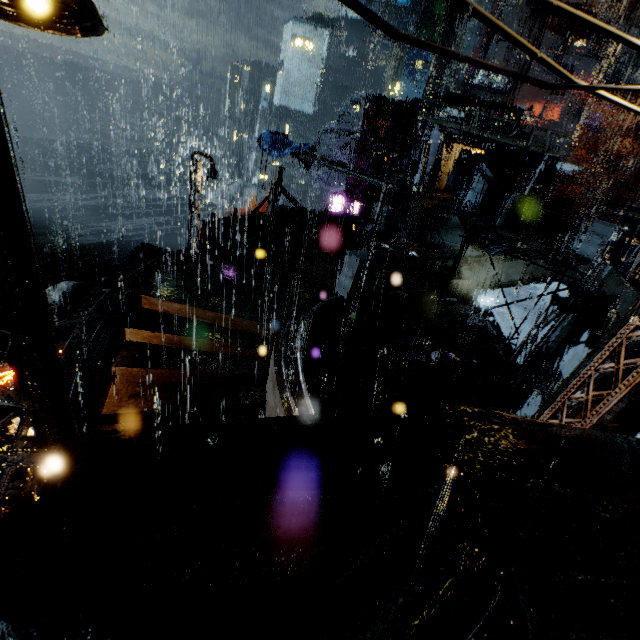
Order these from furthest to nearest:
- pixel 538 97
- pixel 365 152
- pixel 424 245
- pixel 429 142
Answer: pixel 538 97 < pixel 365 152 < pixel 429 142 < pixel 424 245

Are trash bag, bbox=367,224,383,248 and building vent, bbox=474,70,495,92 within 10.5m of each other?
no

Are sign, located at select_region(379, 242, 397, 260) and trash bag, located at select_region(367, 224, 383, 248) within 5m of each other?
yes

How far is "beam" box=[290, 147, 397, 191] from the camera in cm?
2605

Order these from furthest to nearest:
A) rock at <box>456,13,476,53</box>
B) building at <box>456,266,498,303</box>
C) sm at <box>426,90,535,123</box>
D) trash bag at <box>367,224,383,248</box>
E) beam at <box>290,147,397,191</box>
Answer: rock at <box>456,13,476,53</box> < beam at <box>290,147,397,191</box> < sm at <box>426,90,535,123</box> < trash bag at <box>367,224,383,248</box> < building at <box>456,266,498,303</box>

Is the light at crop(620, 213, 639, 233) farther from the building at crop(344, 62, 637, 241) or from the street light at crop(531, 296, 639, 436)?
the street light at crop(531, 296, 639, 436)

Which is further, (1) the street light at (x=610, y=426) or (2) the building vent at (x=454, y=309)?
(2) the building vent at (x=454, y=309)

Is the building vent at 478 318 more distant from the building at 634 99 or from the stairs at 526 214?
the stairs at 526 214
